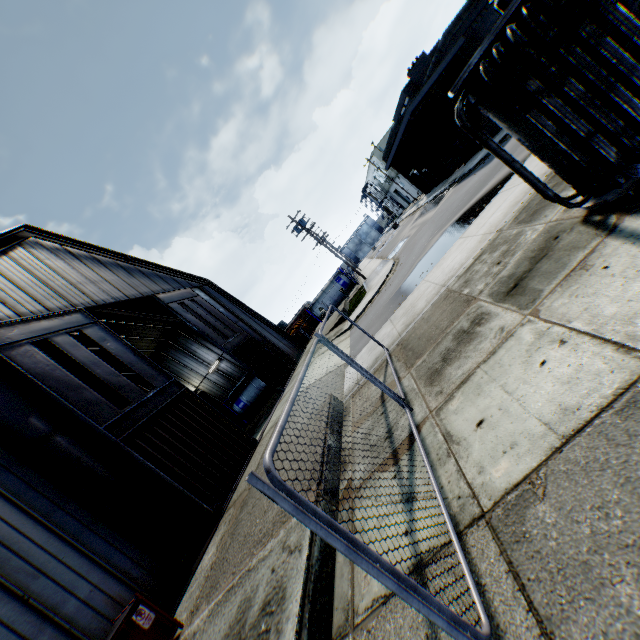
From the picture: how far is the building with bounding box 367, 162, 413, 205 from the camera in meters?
54.5

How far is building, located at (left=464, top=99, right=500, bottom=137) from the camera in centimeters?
2200cm

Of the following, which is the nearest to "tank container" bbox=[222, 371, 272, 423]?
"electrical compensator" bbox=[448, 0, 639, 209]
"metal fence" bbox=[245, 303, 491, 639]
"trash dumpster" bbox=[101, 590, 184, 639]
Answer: "metal fence" bbox=[245, 303, 491, 639]

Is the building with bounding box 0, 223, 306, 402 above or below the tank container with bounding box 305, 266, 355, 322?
above

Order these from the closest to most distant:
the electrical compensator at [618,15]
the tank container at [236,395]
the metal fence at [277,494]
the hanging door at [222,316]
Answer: the metal fence at [277,494], the electrical compensator at [618,15], the hanging door at [222,316], the tank container at [236,395]

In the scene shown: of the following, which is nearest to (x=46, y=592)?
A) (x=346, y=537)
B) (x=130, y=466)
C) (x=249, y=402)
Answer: (x=130, y=466)

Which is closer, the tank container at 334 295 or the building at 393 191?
the tank container at 334 295

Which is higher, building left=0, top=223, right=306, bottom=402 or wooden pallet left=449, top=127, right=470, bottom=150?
building left=0, top=223, right=306, bottom=402
